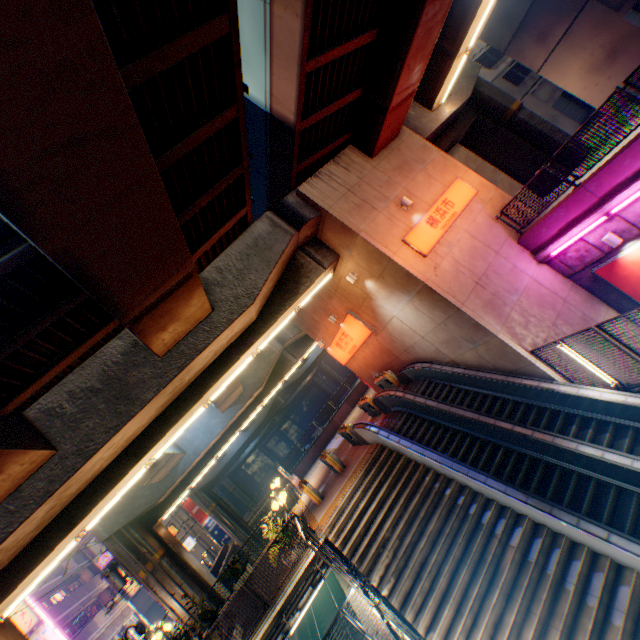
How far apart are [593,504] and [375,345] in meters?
10.5

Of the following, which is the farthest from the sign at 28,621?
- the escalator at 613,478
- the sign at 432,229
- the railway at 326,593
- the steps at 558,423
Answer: the sign at 432,229

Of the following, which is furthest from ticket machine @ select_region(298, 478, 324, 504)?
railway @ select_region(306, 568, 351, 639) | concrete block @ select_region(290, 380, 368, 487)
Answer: railway @ select_region(306, 568, 351, 639)

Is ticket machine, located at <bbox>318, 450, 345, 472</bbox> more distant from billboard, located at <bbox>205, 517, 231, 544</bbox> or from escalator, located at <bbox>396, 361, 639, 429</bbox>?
billboard, located at <bbox>205, 517, 231, 544</bbox>

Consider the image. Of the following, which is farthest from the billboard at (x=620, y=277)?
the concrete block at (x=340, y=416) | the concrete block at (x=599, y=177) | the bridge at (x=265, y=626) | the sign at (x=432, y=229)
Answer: the concrete block at (x=340, y=416)

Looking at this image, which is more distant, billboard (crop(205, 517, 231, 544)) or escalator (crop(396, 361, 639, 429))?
billboard (crop(205, 517, 231, 544))

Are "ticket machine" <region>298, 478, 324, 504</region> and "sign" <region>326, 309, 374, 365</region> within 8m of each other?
yes

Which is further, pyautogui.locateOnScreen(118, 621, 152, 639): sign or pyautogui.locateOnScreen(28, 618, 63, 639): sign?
pyautogui.locateOnScreen(28, 618, 63, 639): sign
